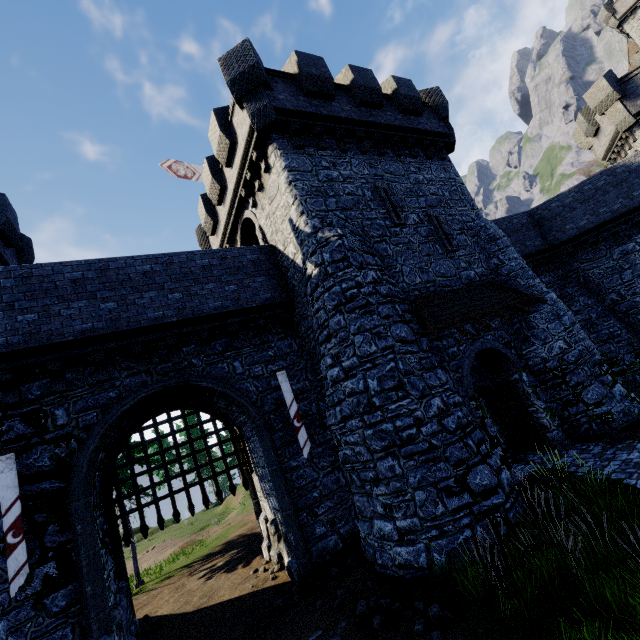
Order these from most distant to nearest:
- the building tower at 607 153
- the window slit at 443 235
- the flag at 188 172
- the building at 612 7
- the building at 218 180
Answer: the building at 612 7, the building tower at 607 153, the flag at 188 172, the window slit at 443 235, the building at 218 180

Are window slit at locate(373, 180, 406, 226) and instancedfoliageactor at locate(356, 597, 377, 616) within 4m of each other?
no

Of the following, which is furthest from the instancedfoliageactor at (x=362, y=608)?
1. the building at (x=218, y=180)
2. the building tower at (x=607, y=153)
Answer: the building tower at (x=607, y=153)

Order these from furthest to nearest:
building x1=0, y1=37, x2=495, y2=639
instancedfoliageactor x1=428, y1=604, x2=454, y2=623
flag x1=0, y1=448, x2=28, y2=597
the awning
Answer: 1. the awning
2. building x1=0, y1=37, x2=495, y2=639
3. flag x1=0, y1=448, x2=28, y2=597
4. instancedfoliageactor x1=428, y1=604, x2=454, y2=623

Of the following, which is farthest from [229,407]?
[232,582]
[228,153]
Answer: [228,153]

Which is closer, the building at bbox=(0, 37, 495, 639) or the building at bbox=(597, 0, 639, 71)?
the building at bbox=(0, 37, 495, 639)

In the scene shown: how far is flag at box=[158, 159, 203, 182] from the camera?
19.1m

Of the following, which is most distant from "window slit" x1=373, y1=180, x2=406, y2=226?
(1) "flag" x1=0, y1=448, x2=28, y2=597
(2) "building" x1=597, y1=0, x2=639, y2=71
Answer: (2) "building" x1=597, y1=0, x2=639, y2=71
